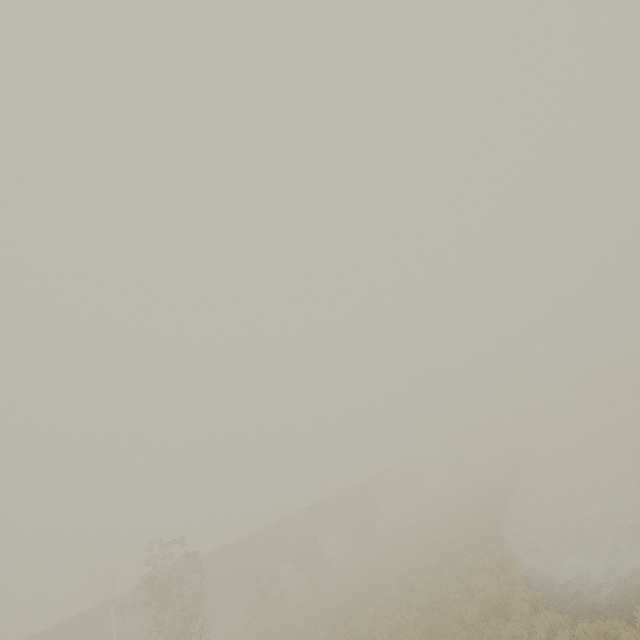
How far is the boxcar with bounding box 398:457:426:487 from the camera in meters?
52.2

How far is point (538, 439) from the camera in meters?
46.4 m

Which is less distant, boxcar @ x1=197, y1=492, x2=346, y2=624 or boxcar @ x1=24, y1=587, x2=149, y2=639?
boxcar @ x1=24, y1=587, x2=149, y2=639

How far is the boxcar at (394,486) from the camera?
44.7 meters

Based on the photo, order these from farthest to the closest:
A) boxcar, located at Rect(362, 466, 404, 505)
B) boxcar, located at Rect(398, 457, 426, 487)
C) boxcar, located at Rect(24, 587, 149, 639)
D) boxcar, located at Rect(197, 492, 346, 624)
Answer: boxcar, located at Rect(398, 457, 426, 487) < boxcar, located at Rect(362, 466, 404, 505) < boxcar, located at Rect(197, 492, 346, 624) < boxcar, located at Rect(24, 587, 149, 639)

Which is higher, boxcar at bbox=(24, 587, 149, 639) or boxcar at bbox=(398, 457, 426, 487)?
boxcar at bbox=(24, 587, 149, 639)

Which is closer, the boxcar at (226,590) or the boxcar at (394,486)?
the boxcar at (226,590)
